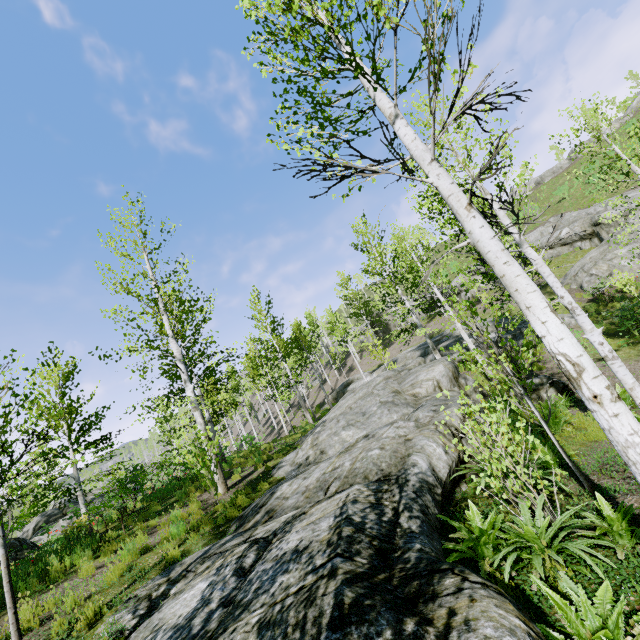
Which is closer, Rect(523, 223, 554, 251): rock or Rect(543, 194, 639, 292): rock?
Rect(543, 194, 639, 292): rock

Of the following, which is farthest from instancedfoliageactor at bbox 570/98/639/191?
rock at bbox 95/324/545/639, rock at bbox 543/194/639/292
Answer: rock at bbox 543/194/639/292

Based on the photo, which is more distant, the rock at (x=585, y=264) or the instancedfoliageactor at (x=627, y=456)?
the rock at (x=585, y=264)

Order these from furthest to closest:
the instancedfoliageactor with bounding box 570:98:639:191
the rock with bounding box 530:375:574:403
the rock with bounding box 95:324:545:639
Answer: the rock with bounding box 530:375:574:403, the instancedfoliageactor with bounding box 570:98:639:191, the rock with bounding box 95:324:545:639

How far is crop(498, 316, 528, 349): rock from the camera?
18.4m

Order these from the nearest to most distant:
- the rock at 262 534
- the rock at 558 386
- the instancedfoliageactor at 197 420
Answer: the rock at 262 534, the instancedfoliageactor at 197 420, the rock at 558 386

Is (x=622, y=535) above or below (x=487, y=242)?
below

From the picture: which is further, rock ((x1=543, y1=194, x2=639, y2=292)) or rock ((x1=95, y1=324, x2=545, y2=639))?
rock ((x1=543, y1=194, x2=639, y2=292))
